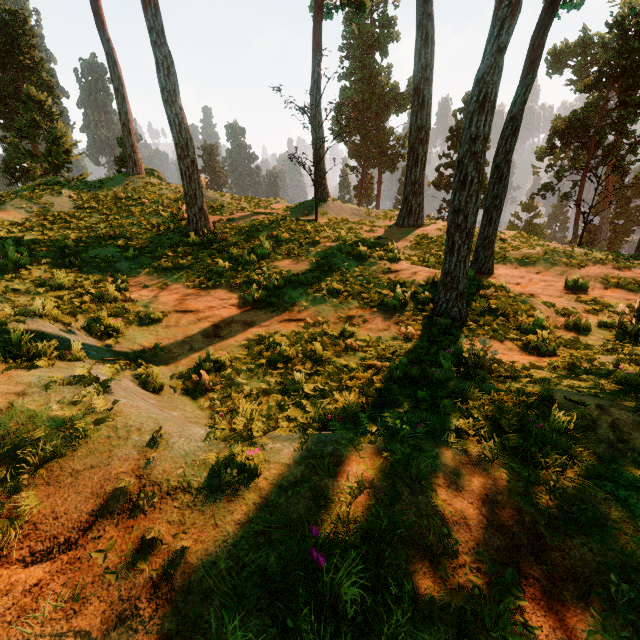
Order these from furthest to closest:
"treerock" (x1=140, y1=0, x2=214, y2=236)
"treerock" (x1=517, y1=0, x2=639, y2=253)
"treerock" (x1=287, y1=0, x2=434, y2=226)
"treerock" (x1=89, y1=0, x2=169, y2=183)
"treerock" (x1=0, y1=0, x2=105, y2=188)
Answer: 1. "treerock" (x1=0, y1=0, x2=105, y2=188)
2. "treerock" (x1=517, y1=0, x2=639, y2=253)
3. "treerock" (x1=89, y1=0, x2=169, y2=183)
4. "treerock" (x1=287, y1=0, x2=434, y2=226)
5. "treerock" (x1=140, y1=0, x2=214, y2=236)

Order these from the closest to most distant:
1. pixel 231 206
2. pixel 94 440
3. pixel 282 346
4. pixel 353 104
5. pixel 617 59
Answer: pixel 94 440
pixel 282 346
pixel 231 206
pixel 617 59
pixel 353 104

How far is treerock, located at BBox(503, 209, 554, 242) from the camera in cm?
2100

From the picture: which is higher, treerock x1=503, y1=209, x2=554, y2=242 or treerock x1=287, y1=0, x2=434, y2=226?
treerock x1=287, y1=0, x2=434, y2=226

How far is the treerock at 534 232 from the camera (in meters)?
21.00

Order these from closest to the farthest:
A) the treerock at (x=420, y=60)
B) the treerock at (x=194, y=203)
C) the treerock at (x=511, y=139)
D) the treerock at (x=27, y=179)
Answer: the treerock at (x=511, y=139) < the treerock at (x=194, y=203) < the treerock at (x=420, y=60) < the treerock at (x=27, y=179)

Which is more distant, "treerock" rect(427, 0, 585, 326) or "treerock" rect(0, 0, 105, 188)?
"treerock" rect(0, 0, 105, 188)
